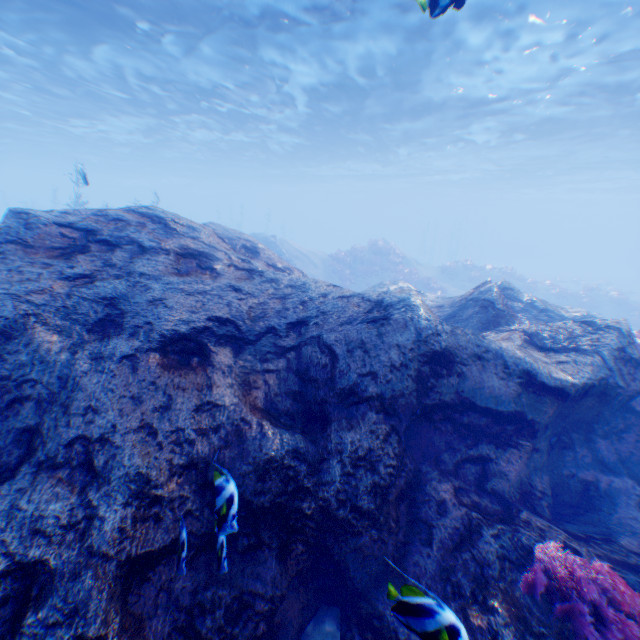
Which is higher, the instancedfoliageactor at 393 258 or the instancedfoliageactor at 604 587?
the instancedfoliageactor at 393 258

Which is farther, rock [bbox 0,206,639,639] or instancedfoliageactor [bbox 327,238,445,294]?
instancedfoliageactor [bbox 327,238,445,294]

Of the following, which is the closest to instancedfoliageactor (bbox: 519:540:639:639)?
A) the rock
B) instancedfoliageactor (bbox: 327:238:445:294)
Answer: the rock

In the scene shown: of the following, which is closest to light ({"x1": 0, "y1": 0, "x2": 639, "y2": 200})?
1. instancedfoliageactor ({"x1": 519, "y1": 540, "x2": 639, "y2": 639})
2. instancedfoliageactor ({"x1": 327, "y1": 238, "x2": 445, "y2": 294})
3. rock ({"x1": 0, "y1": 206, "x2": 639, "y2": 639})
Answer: rock ({"x1": 0, "y1": 206, "x2": 639, "y2": 639})

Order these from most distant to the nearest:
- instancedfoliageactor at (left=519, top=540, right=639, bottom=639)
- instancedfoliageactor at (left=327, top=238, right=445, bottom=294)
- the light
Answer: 1. instancedfoliageactor at (left=327, top=238, right=445, bottom=294)
2. the light
3. instancedfoliageactor at (left=519, top=540, right=639, bottom=639)

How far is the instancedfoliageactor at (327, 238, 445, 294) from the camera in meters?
24.3 m

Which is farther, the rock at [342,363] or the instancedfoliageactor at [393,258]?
the instancedfoliageactor at [393,258]

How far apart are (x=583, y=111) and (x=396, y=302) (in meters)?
23.50
